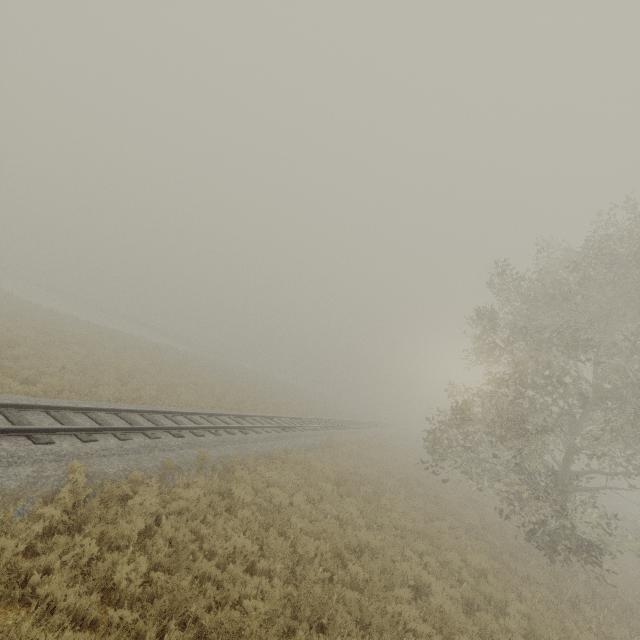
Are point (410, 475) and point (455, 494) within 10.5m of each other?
yes
